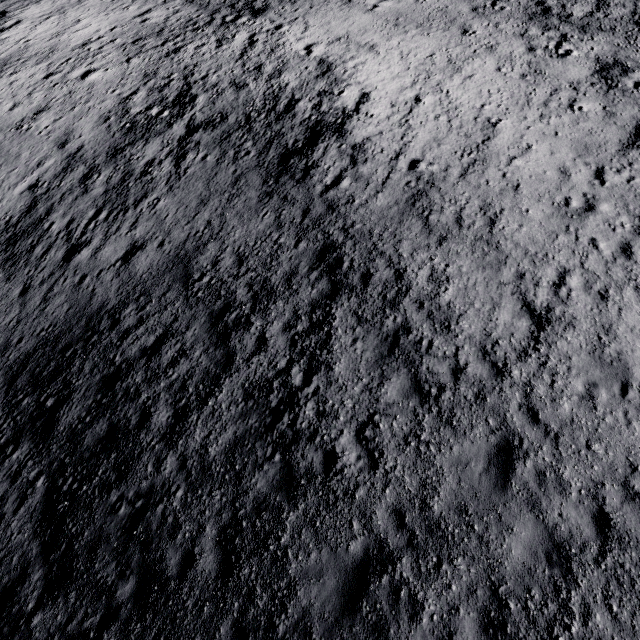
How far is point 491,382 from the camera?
8.48m
